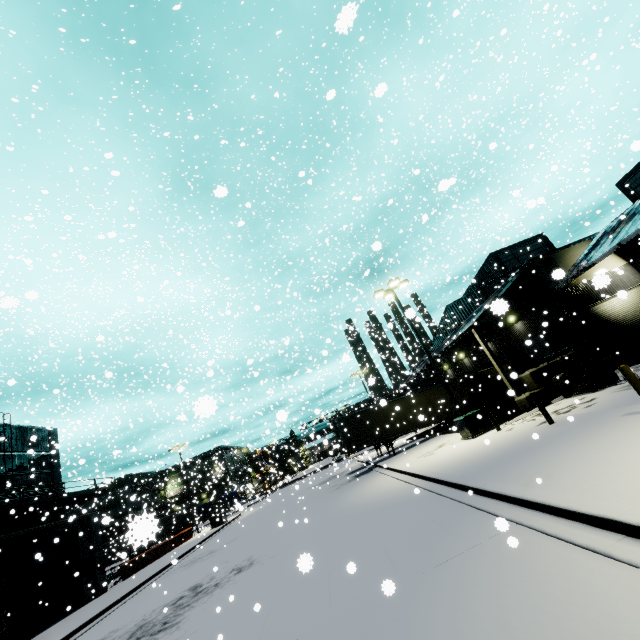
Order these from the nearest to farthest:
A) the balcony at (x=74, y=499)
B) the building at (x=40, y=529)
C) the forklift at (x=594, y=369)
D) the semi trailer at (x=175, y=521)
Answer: the semi trailer at (x=175, y=521) < the forklift at (x=594, y=369) < the building at (x=40, y=529) < the balcony at (x=74, y=499)

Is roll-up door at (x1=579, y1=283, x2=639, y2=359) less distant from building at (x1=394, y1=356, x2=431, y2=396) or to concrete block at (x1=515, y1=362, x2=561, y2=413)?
building at (x1=394, y1=356, x2=431, y2=396)

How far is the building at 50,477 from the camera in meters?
27.1

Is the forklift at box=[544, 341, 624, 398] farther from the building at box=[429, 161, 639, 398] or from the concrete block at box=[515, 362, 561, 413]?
the building at box=[429, 161, 639, 398]

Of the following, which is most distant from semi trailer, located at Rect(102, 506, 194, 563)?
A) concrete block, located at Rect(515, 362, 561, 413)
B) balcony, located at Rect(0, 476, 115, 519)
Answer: balcony, located at Rect(0, 476, 115, 519)

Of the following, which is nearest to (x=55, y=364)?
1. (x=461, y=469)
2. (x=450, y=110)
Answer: (x=461, y=469)

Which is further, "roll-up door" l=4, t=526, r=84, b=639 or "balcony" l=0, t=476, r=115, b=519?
"balcony" l=0, t=476, r=115, b=519

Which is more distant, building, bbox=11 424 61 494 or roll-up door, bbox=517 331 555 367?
building, bbox=11 424 61 494
